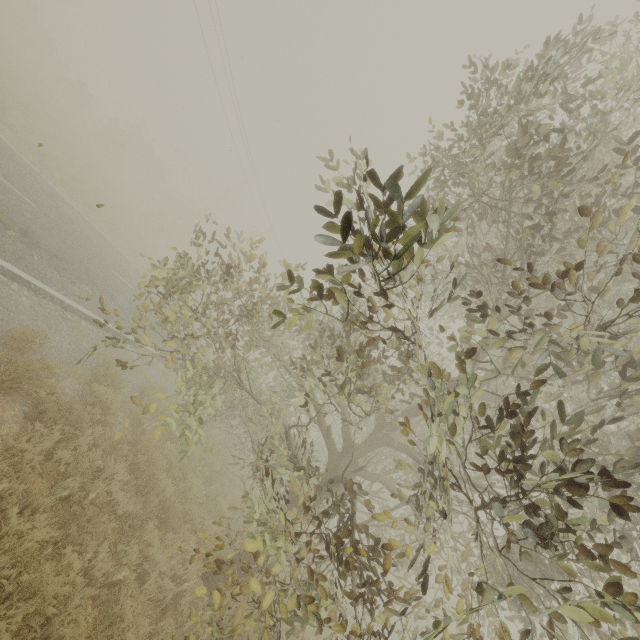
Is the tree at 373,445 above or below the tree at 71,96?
above

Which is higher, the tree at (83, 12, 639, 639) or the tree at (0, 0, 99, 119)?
the tree at (83, 12, 639, 639)

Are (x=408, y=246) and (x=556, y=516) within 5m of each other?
yes

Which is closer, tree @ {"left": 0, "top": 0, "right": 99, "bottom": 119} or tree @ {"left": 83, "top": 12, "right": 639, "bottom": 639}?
tree @ {"left": 83, "top": 12, "right": 639, "bottom": 639}

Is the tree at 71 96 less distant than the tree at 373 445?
No
